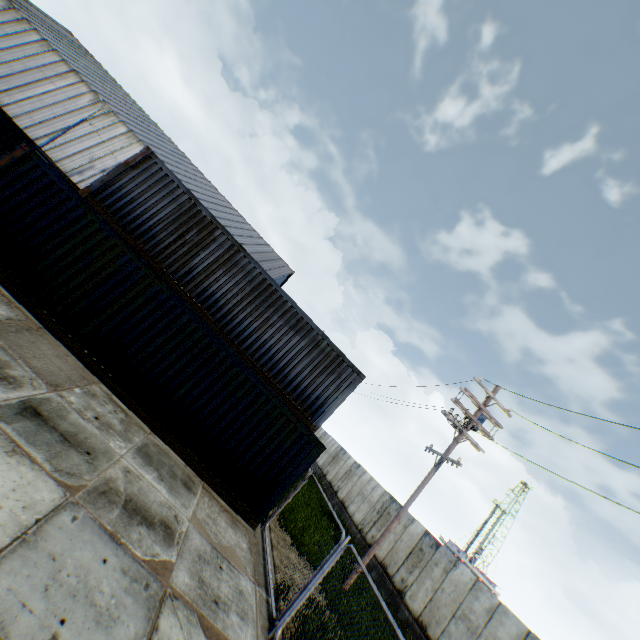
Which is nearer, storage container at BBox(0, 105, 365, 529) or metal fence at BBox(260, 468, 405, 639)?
metal fence at BBox(260, 468, 405, 639)

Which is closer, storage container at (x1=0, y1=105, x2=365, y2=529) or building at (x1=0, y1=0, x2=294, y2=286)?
storage container at (x1=0, y1=105, x2=365, y2=529)

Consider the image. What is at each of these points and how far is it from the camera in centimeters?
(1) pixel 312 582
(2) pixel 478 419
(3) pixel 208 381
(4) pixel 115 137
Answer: (1) metal fence, 618cm
(2) street light, 1343cm
(3) storage container, 930cm
(4) building, 3553cm

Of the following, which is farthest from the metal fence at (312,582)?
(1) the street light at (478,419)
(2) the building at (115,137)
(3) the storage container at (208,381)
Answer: (2) the building at (115,137)

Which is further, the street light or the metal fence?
the street light

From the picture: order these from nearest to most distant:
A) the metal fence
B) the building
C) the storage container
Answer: the metal fence
the storage container
the building

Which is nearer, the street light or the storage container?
the storage container

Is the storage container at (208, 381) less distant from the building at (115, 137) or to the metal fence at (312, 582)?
the metal fence at (312, 582)
